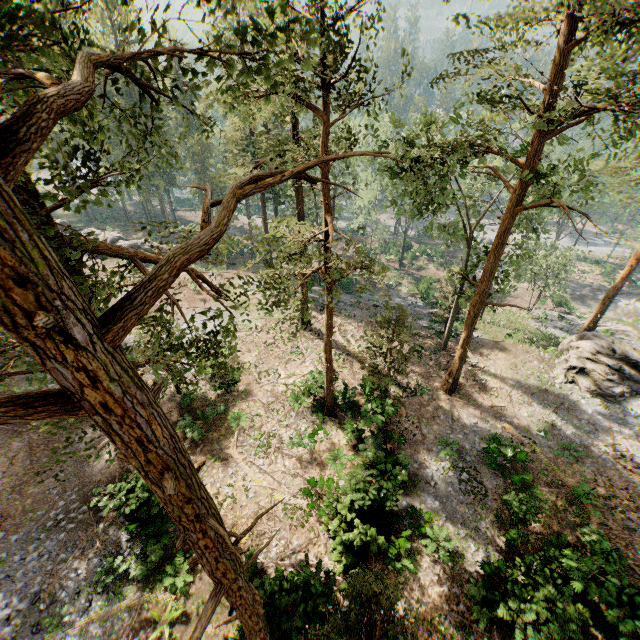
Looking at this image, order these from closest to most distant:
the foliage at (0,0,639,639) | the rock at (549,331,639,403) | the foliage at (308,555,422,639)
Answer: the foliage at (0,0,639,639)
the foliage at (308,555,422,639)
the rock at (549,331,639,403)

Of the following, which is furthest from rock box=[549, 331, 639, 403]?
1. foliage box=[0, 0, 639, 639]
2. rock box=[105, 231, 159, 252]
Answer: rock box=[105, 231, 159, 252]

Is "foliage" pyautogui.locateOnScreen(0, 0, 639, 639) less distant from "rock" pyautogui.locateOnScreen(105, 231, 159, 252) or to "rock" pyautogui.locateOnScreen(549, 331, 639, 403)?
"rock" pyautogui.locateOnScreen(549, 331, 639, 403)

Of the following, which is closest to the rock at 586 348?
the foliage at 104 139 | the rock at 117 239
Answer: the foliage at 104 139

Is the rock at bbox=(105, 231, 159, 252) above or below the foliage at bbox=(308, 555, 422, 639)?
below

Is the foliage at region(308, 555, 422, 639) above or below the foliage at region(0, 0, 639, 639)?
below

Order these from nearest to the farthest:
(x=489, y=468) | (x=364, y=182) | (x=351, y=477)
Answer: (x=351, y=477) → (x=489, y=468) → (x=364, y=182)
